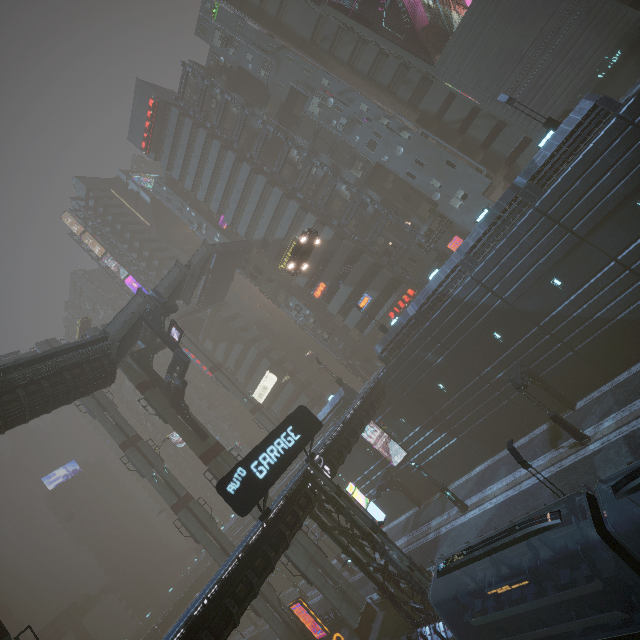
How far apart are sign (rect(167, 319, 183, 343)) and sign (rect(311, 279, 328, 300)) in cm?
2016

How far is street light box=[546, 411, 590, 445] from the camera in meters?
20.1

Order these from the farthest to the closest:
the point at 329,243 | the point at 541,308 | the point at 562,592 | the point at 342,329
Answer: the point at 342,329
the point at 329,243
the point at 541,308
the point at 562,592

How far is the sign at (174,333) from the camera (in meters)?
27.27

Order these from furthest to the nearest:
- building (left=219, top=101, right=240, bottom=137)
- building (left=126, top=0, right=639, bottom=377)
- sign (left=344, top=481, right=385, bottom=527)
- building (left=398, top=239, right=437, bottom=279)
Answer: building (left=219, top=101, right=240, bottom=137) < building (left=398, top=239, right=437, bottom=279) < building (left=126, top=0, right=639, bottom=377) < sign (left=344, top=481, right=385, bottom=527)

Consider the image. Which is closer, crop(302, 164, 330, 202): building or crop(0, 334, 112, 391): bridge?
crop(0, 334, 112, 391): bridge

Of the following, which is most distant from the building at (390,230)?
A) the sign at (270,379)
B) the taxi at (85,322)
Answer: the taxi at (85,322)

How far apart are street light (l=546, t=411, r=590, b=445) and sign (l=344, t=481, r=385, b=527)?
12.15m
